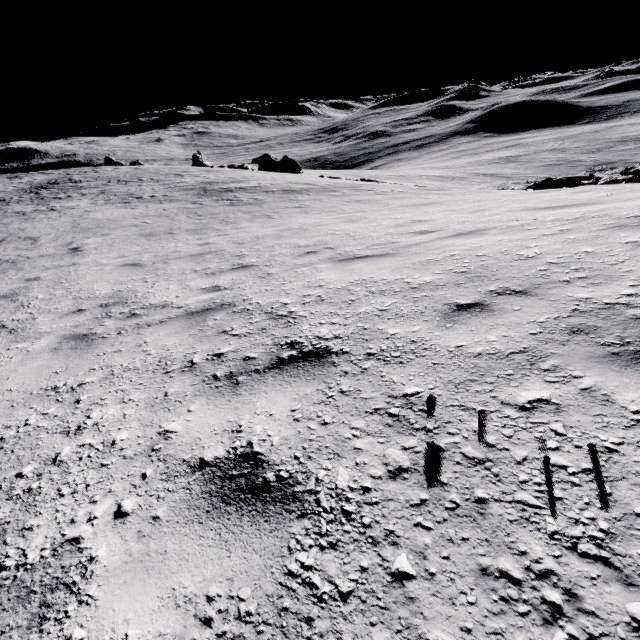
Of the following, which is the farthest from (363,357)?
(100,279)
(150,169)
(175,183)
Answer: (150,169)

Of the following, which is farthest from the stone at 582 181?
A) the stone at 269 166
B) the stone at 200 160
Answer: the stone at 200 160

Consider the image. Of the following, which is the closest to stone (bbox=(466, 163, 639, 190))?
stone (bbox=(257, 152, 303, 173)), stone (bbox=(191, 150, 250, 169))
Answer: stone (bbox=(257, 152, 303, 173))

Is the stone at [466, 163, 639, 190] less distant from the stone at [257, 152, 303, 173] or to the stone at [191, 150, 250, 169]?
the stone at [257, 152, 303, 173]

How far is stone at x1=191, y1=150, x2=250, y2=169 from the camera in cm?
4956

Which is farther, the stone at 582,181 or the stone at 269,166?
A: the stone at 269,166

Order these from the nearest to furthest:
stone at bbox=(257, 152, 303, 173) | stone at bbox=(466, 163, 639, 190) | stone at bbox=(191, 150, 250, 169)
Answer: stone at bbox=(466, 163, 639, 190) < stone at bbox=(257, 152, 303, 173) < stone at bbox=(191, 150, 250, 169)
